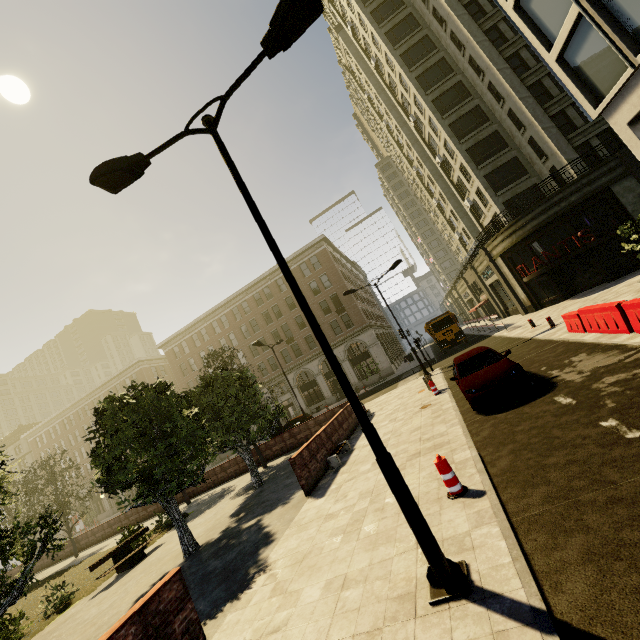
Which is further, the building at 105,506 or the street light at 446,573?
the building at 105,506

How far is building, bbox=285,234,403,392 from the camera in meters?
40.3

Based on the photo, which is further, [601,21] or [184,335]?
[184,335]

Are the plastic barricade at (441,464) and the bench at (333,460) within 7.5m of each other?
yes

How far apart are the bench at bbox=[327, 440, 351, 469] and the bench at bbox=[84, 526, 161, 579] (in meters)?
8.82

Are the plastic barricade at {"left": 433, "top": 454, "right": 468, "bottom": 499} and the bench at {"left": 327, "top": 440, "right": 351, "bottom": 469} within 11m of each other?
yes

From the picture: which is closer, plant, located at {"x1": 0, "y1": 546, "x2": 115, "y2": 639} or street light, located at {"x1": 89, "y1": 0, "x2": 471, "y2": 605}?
street light, located at {"x1": 89, "y1": 0, "x2": 471, "y2": 605}

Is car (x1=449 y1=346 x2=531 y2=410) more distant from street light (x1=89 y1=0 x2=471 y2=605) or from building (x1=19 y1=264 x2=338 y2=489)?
building (x1=19 y1=264 x2=338 y2=489)
